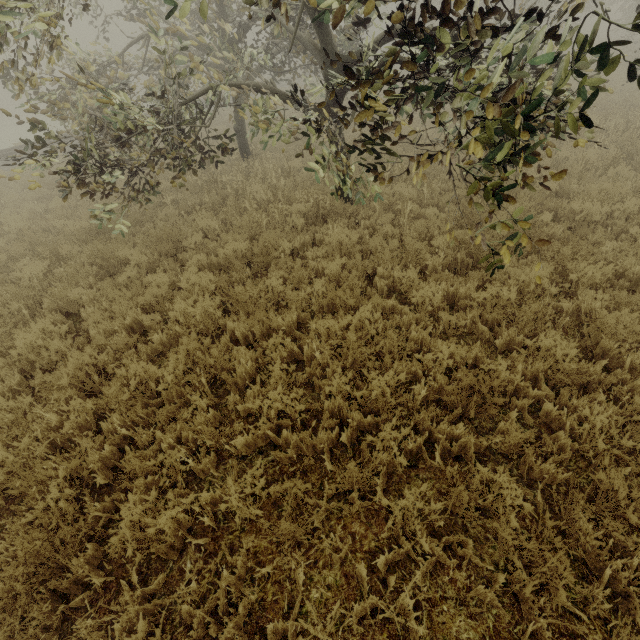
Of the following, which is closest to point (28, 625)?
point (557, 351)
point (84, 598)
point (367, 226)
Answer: point (84, 598)
